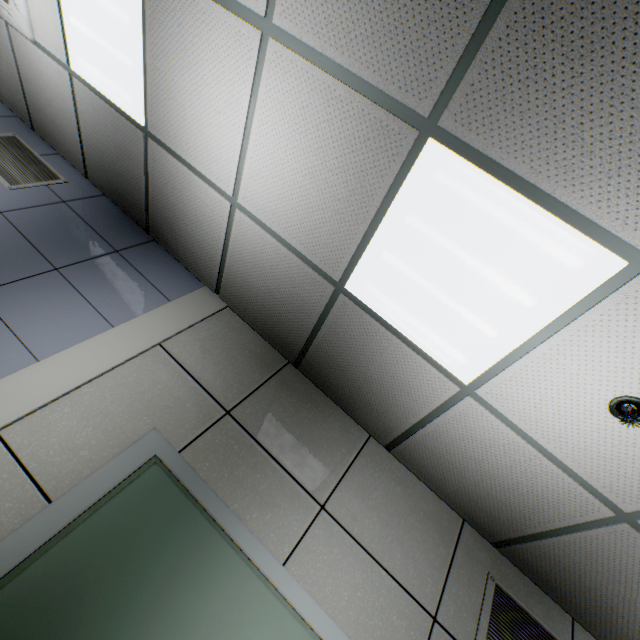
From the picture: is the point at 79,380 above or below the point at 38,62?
below

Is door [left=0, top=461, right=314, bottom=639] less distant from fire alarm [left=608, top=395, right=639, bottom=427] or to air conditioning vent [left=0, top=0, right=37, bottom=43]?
fire alarm [left=608, top=395, right=639, bottom=427]

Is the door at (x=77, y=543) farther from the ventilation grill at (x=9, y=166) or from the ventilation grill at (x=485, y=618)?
the ventilation grill at (x=9, y=166)

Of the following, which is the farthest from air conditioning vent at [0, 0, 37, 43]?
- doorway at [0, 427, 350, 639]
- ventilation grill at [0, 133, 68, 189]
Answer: doorway at [0, 427, 350, 639]

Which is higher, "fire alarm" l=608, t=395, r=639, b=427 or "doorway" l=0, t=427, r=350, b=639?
"fire alarm" l=608, t=395, r=639, b=427

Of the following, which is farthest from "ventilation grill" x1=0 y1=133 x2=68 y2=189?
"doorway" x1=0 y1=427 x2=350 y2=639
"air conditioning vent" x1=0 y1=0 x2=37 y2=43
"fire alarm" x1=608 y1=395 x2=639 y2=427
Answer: "fire alarm" x1=608 y1=395 x2=639 y2=427

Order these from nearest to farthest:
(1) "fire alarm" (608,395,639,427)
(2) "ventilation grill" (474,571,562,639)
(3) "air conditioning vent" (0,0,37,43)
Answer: (1) "fire alarm" (608,395,639,427), (2) "ventilation grill" (474,571,562,639), (3) "air conditioning vent" (0,0,37,43)

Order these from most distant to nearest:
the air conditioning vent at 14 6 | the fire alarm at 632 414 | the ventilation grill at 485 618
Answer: the air conditioning vent at 14 6 < the ventilation grill at 485 618 < the fire alarm at 632 414
